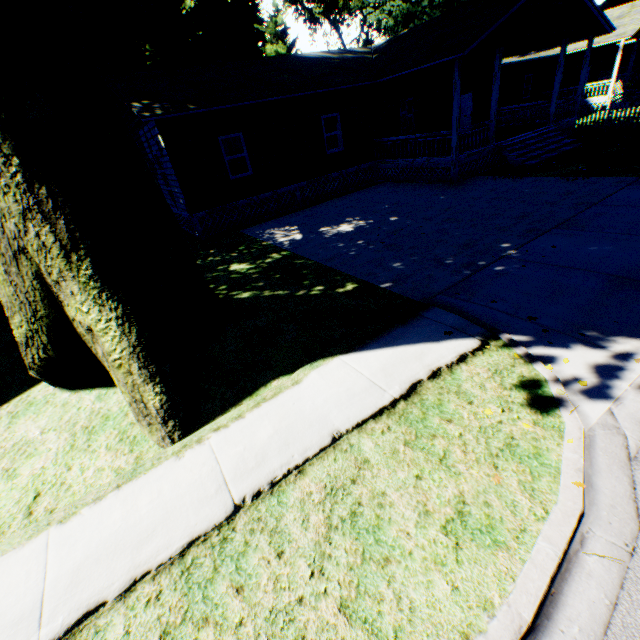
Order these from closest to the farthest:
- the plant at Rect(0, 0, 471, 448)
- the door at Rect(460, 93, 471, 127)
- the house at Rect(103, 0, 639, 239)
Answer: the plant at Rect(0, 0, 471, 448) → the house at Rect(103, 0, 639, 239) → the door at Rect(460, 93, 471, 127)

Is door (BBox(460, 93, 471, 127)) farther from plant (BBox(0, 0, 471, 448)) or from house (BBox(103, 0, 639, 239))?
plant (BBox(0, 0, 471, 448))

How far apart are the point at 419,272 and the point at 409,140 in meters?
10.6 m

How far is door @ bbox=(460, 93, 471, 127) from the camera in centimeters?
1909cm

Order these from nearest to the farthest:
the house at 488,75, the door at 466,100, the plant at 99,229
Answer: the plant at 99,229 < the house at 488,75 < the door at 466,100

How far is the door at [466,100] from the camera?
19.1 meters

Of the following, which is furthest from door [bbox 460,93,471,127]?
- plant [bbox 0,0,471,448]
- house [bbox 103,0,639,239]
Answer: plant [bbox 0,0,471,448]
